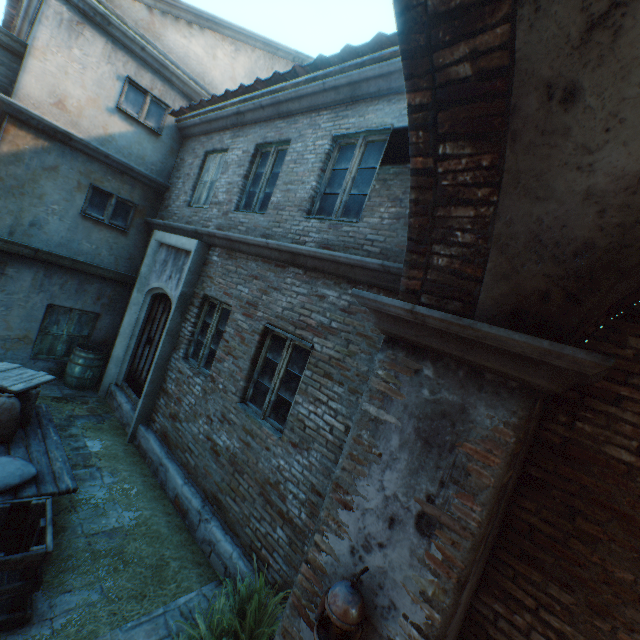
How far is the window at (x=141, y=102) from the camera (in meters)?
7.20

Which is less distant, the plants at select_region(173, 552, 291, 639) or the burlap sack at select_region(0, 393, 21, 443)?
the plants at select_region(173, 552, 291, 639)

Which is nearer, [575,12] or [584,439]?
[575,12]

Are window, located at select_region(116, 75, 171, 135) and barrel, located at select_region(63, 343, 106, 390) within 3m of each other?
no

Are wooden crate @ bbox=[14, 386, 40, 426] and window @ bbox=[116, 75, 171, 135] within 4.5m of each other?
no

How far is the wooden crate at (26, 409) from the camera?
4.4m

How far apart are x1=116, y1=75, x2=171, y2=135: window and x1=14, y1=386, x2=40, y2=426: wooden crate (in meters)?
5.88

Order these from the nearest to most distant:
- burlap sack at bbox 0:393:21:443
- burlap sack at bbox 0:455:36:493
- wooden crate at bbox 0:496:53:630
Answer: wooden crate at bbox 0:496:53:630 → burlap sack at bbox 0:455:36:493 → burlap sack at bbox 0:393:21:443
